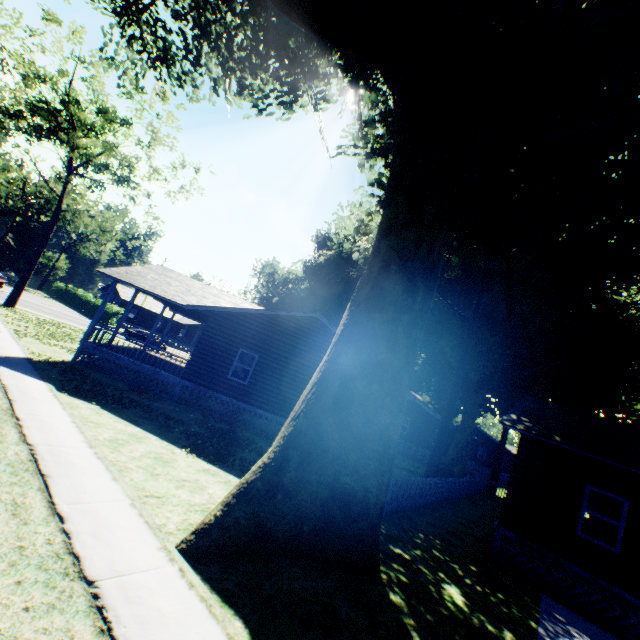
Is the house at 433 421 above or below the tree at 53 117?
below

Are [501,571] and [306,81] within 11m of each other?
no

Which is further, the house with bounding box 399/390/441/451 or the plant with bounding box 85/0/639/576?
the house with bounding box 399/390/441/451

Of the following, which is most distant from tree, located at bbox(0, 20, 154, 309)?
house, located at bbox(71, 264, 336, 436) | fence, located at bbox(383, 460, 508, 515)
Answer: fence, located at bbox(383, 460, 508, 515)

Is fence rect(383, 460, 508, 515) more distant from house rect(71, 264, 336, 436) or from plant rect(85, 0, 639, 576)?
house rect(71, 264, 336, 436)

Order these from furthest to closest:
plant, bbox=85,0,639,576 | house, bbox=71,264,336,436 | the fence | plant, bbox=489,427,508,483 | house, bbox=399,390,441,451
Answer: house, bbox=399,390,441,451 < plant, bbox=489,427,508,483 < house, bbox=71,264,336,436 < the fence < plant, bbox=85,0,639,576

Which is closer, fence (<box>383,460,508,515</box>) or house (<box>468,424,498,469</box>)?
fence (<box>383,460,508,515</box>)
